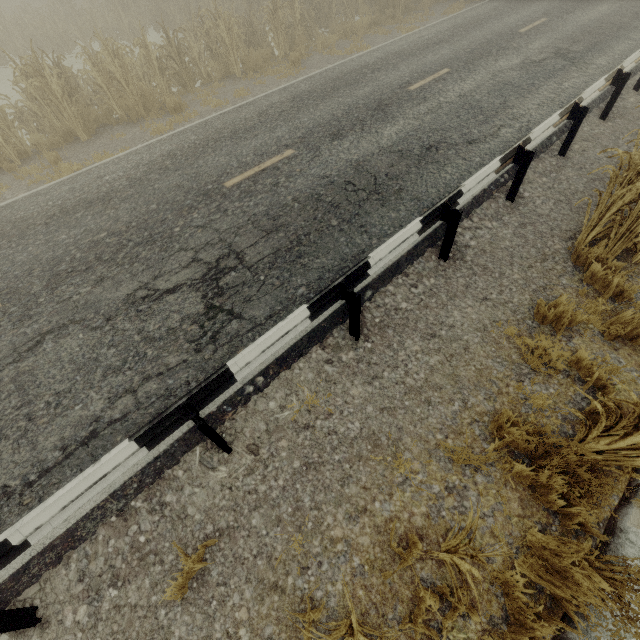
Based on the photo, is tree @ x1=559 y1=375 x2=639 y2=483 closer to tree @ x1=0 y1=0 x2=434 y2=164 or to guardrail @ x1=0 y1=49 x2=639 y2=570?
guardrail @ x1=0 y1=49 x2=639 y2=570

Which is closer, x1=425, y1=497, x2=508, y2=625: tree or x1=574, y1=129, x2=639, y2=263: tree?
x1=425, y1=497, x2=508, y2=625: tree

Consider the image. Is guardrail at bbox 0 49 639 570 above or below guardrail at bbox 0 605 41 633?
above

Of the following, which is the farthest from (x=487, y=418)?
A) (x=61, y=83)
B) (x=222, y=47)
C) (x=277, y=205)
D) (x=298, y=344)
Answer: (x=222, y=47)

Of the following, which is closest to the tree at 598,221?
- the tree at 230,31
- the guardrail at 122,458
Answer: the guardrail at 122,458

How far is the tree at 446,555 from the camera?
1.96m

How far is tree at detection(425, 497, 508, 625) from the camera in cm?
196
